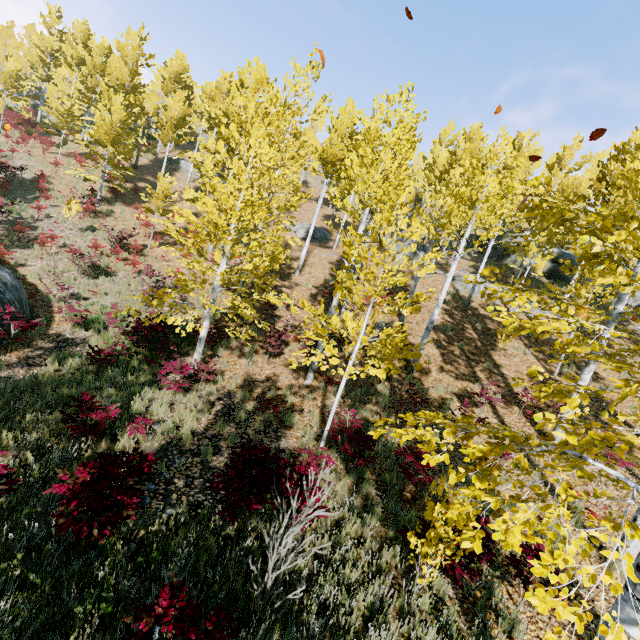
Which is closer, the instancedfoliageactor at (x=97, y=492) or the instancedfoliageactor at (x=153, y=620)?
the instancedfoliageactor at (x=153, y=620)

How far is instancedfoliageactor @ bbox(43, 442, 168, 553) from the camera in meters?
3.6

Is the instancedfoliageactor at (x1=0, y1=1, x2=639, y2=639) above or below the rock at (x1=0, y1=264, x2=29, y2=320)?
above

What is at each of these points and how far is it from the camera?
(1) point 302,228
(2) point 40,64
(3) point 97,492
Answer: (1) rock, 28.0 meters
(2) instancedfoliageactor, 34.1 meters
(3) instancedfoliageactor, 3.8 meters

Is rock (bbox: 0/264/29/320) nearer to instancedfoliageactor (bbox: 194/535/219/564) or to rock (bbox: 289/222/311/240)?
instancedfoliageactor (bbox: 194/535/219/564)

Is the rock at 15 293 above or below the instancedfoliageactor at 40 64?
below
